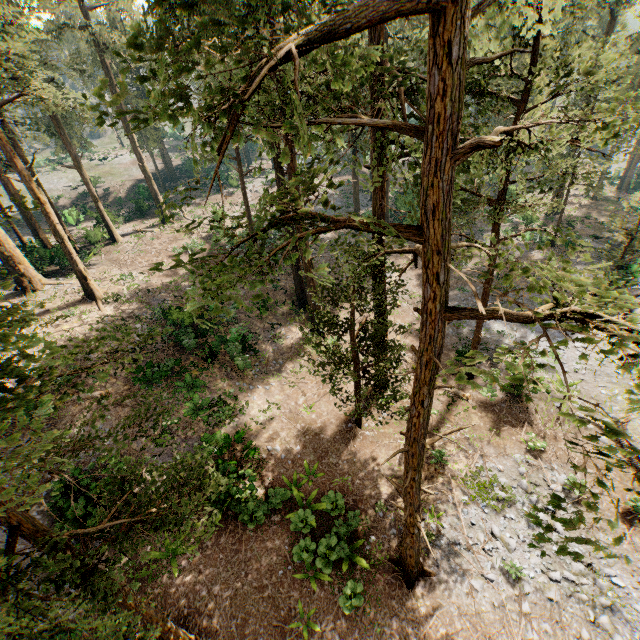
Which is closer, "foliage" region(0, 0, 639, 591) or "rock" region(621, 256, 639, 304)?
"foliage" region(0, 0, 639, 591)

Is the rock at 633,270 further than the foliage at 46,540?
Yes

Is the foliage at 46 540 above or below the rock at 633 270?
above

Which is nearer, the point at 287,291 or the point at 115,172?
the point at 287,291

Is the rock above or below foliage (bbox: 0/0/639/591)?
below
